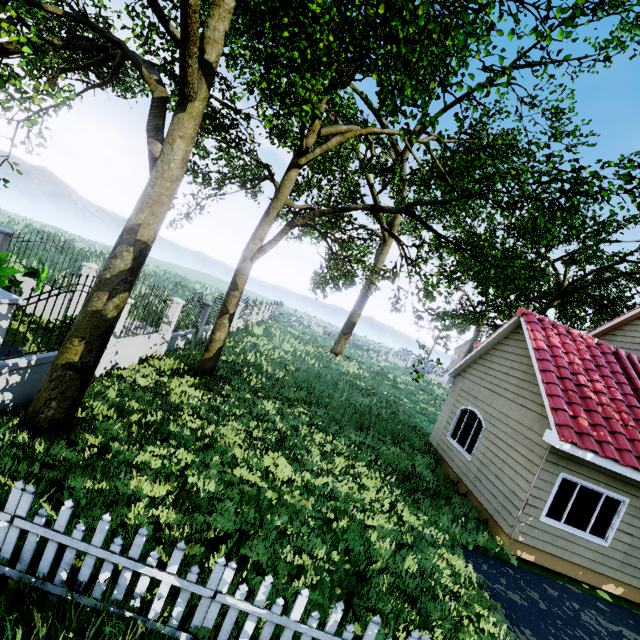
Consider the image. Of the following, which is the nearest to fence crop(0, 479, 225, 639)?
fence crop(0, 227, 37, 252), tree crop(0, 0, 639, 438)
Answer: tree crop(0, 0, 639, 438)

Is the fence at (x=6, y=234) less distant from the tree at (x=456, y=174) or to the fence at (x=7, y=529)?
the tree at (x=456, y=174)

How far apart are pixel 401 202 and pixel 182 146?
11.3 meters

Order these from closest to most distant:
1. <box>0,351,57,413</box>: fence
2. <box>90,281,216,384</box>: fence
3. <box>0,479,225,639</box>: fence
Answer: <box>0,479,225,639</box>: fence, <box>0,351,57,413</box>: fence, <box>90,281,216,384</box>: fence

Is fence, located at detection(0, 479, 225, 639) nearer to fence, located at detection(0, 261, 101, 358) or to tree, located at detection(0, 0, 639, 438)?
tree, located at detection(0, 0, 639, 438)

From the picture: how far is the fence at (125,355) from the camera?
8.5m

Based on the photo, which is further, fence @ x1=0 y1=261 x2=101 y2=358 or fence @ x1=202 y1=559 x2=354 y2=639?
fence @ x1=0 y1=261 x2=101 y2=358
